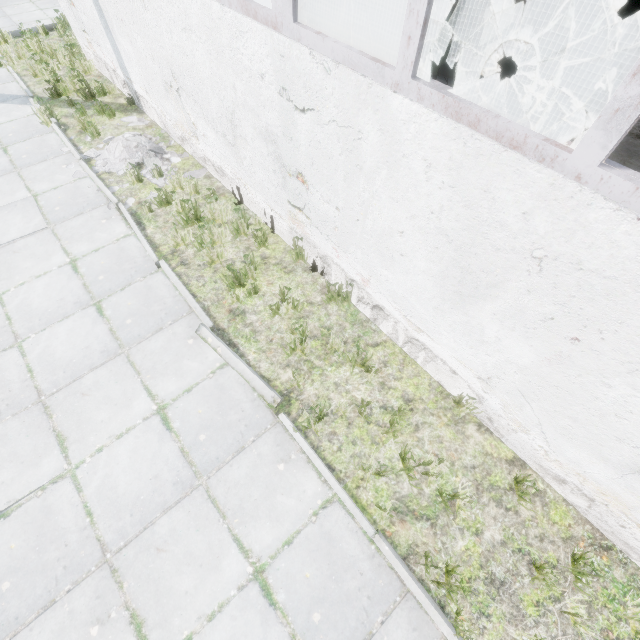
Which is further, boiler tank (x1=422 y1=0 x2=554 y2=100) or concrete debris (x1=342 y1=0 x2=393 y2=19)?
concrete debris (x1=342 y1=0 x2=393 y2=19)

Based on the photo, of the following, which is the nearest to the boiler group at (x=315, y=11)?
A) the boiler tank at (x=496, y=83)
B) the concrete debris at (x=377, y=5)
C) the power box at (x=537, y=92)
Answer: the concrete debris at (x=377, y=5)

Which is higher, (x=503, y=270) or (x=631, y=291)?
(x=631, y=291)

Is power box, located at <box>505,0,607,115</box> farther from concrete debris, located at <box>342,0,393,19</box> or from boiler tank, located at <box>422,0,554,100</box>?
concrete debris, located at <box>342,0,393,19</box>

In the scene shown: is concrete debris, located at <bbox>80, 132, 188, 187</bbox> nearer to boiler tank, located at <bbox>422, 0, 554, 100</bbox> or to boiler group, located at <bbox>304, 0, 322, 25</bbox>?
boiler group, located at <bbox>304, 0, 322, 25</bbox>

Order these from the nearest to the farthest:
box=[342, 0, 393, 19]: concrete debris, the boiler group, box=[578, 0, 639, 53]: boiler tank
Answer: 1. box=[578, 0, 639, 53]: boiler tank
2. the boiler group
3. box=[342, 0, 393, 19]: concrete debris

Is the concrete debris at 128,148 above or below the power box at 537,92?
below
